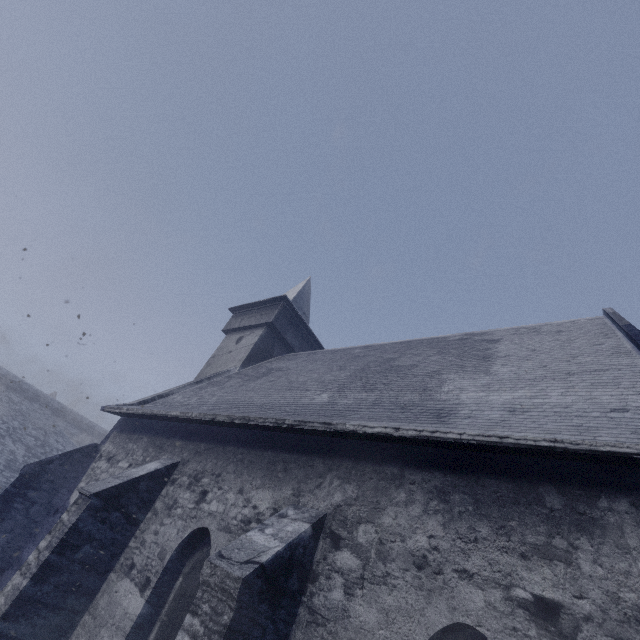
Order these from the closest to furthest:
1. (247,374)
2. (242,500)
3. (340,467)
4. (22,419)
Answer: (340,467) < (242,500) < (247,374) < (22,419)
